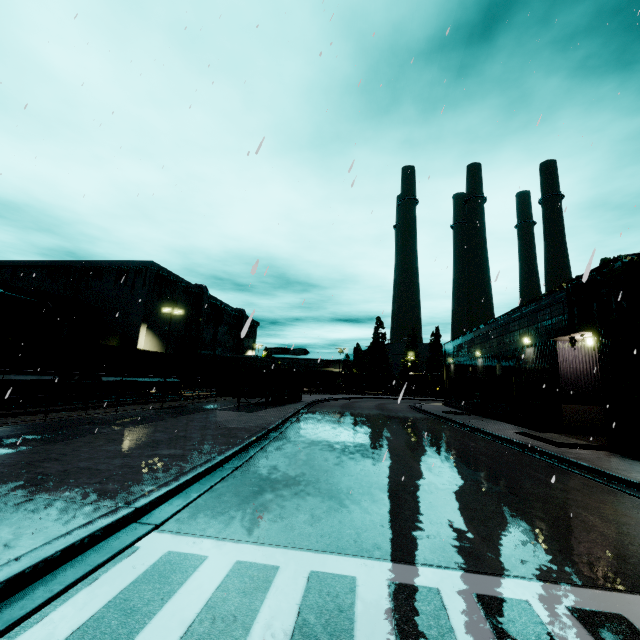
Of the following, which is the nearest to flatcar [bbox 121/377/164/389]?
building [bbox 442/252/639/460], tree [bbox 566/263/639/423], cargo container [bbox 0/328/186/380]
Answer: cargo container [bbox 0/328/186/380]

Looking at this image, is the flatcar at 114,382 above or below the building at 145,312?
below

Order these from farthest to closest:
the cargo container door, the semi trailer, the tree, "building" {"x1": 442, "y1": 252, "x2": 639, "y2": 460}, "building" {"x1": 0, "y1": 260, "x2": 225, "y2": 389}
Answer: "building" {"x1": 0, "y1": 260, "x2": 225, "y2": 389}
the cargo container door
the semi trailer
"building" {"x1": 442, "y1": 252, "x2": 639, "y2": 460}
the tree

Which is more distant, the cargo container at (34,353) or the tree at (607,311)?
the cargo container at (34,353)

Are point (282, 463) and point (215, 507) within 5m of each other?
yes

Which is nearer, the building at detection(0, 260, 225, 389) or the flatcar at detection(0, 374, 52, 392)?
the flatcar at detection(0, 374, 52, 392)

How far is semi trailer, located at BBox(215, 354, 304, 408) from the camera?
21.34m

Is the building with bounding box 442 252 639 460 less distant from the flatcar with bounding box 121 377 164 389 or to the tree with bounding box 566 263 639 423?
the tree with bounding box 566 263 639 423
